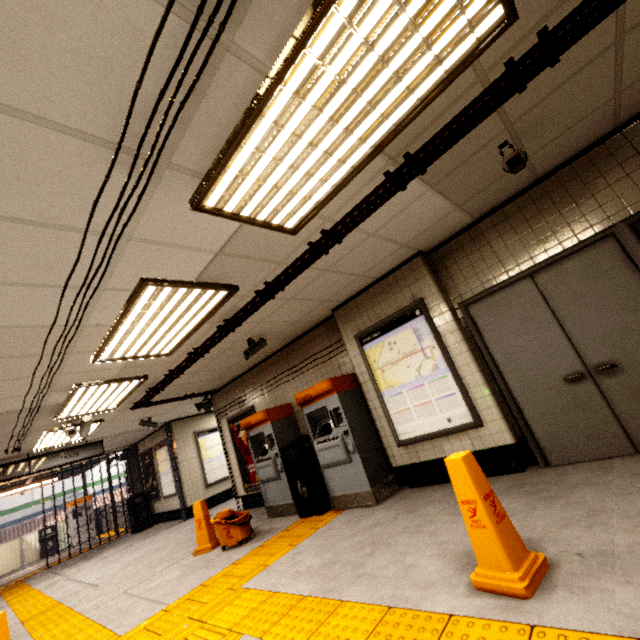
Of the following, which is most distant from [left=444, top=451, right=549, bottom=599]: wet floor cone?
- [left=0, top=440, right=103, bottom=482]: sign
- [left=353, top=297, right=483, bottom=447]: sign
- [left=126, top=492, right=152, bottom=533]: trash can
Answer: [left=126, top=492, right=152, bottom=533]: trash can

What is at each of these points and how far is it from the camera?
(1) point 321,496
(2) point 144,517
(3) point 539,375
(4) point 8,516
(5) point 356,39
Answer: (1) trash can, 5.1 meters
(2) trash can, 11.1 meters
(3) door, 3.7 meters
(4) sign, 19.5 meters
(5) fluorescent light, 1.6 meters

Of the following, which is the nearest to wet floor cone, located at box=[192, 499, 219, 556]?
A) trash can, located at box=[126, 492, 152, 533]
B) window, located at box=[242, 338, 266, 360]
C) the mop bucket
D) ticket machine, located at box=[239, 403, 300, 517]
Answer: the mop bucket

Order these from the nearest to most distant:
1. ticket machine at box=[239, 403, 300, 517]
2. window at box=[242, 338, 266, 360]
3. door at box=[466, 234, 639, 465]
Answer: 1. door at box=[466, 234, 639, 465]
2. window at box=[242, 338, 266, 360]
3. ticket machine at box=[239, 403, 300, 517]

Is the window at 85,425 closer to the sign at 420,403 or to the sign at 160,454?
the sign at 160,454

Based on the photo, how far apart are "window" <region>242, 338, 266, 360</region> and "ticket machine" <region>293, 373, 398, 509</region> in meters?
1.0

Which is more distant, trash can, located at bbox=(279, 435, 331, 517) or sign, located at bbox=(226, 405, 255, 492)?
sign, located at bbox=(226, 405, 255, 492)

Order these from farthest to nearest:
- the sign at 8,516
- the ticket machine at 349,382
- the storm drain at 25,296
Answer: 1. the sign at 8,516
2. the ticket machine at 349,382
3. the storm drain at 25,296
